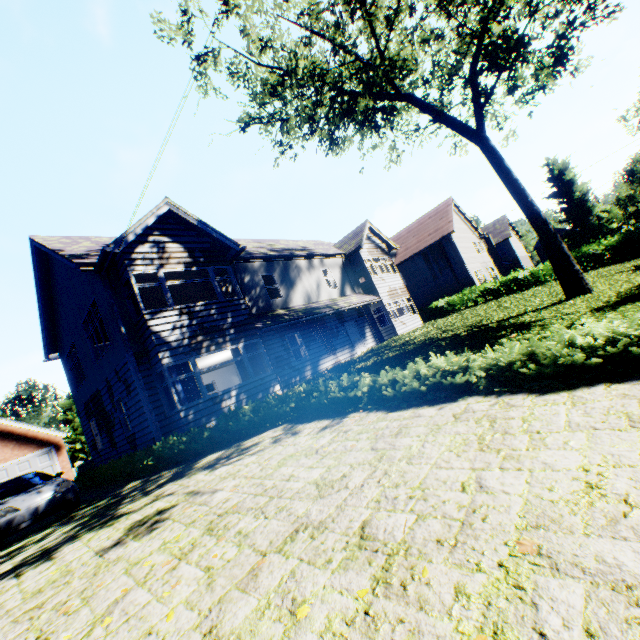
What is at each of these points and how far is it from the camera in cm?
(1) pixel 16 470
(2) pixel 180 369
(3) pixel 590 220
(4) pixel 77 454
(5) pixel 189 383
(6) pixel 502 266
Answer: (1) garage door, 2108
(2) curtain, 1135
(3) tree, 3962
(4) tree, 4094
(5) curtain, 1140
(6) chimney, 5228

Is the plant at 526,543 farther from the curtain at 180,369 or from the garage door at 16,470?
the garage door at 16,470

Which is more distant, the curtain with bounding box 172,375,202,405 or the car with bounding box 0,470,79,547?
the curtain with bounding box 172,375,202,405

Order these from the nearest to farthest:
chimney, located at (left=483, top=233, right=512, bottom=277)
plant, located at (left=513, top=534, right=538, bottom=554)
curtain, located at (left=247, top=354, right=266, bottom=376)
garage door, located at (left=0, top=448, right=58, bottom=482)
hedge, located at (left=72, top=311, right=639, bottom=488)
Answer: plant, located at (left=513, top=534, right=538, bottom=554) → hedge, located at (left=72, top=311, right=639, bottom=488) → curtain, located at (left=247, top=354, right=266, bottom=376) → garage door, located at (left=0, top=448, right=58, bottom=482) → chimney, located at (left=483, top=233, right=512, bottom=277)

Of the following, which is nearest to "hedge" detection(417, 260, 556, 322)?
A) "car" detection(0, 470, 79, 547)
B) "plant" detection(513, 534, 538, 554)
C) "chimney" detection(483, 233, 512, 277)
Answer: "chimney" detection(483, 233, 512, 277)

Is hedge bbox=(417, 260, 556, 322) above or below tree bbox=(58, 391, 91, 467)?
below

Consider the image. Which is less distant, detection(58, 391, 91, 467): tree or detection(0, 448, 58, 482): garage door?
detection(0, 448, 58, 482): garage door

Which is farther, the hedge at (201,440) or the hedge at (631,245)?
the hedge at (631,245)
